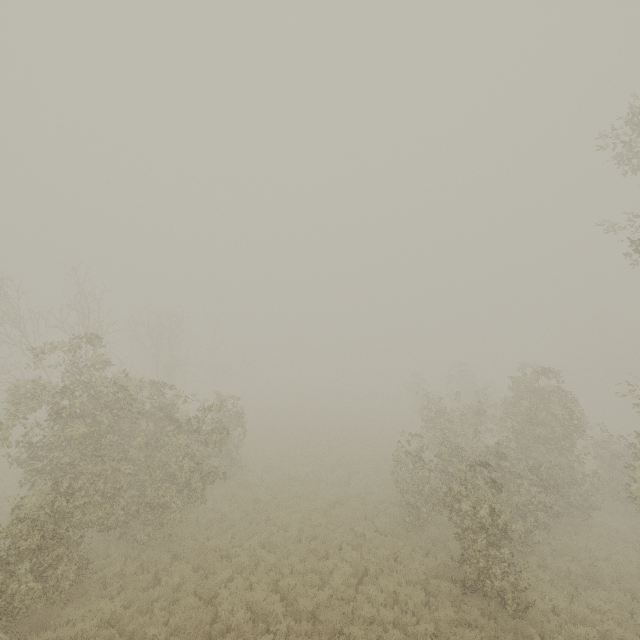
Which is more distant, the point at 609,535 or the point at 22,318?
the point at 22,318
